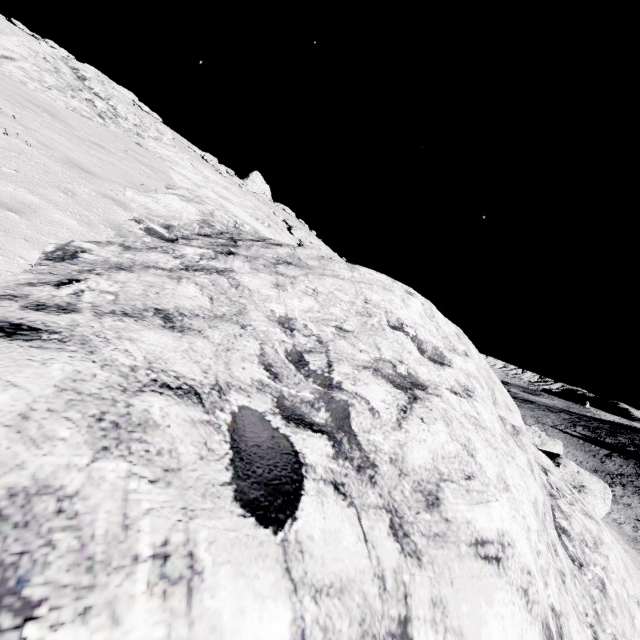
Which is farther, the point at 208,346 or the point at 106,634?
the point at 208,346
